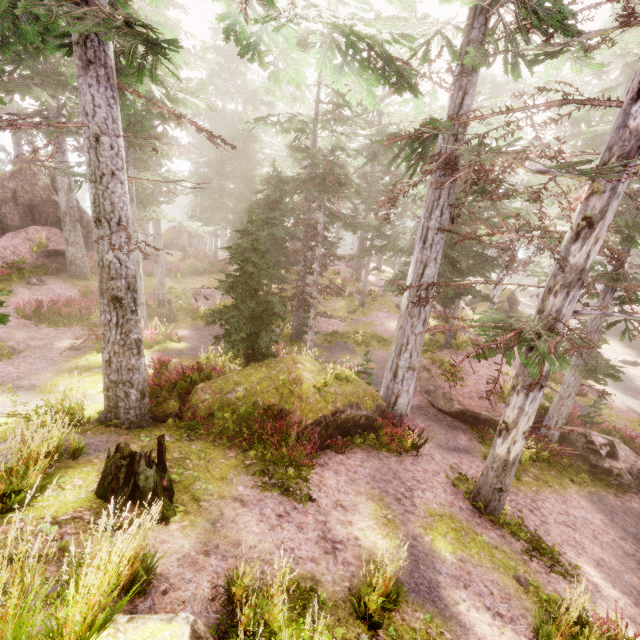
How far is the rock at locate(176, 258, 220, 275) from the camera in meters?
28.5 m

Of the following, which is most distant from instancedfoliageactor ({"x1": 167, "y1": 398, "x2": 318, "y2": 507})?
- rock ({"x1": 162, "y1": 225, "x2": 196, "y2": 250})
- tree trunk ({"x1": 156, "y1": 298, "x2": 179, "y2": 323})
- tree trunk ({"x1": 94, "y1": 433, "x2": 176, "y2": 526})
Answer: tree trunk ({"x1": 94, "y1": 433, "x2": 176, "y2": 526})

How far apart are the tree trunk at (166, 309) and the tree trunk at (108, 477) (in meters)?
13.62

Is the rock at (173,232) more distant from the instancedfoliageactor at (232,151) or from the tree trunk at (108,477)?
the tree trunk at (108,477)

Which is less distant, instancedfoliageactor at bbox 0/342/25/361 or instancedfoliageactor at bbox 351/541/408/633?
instancedfoliageactor at bbox 351/541/408/633

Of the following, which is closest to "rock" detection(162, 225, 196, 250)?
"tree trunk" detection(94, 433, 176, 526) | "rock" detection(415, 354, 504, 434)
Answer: "rock" detection(415, 354, 504, 434)

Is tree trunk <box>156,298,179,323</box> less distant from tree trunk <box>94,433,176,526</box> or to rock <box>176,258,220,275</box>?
rock <box>176,258,220,275</box>

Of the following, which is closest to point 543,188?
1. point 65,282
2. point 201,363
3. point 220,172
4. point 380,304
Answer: point 201,363
